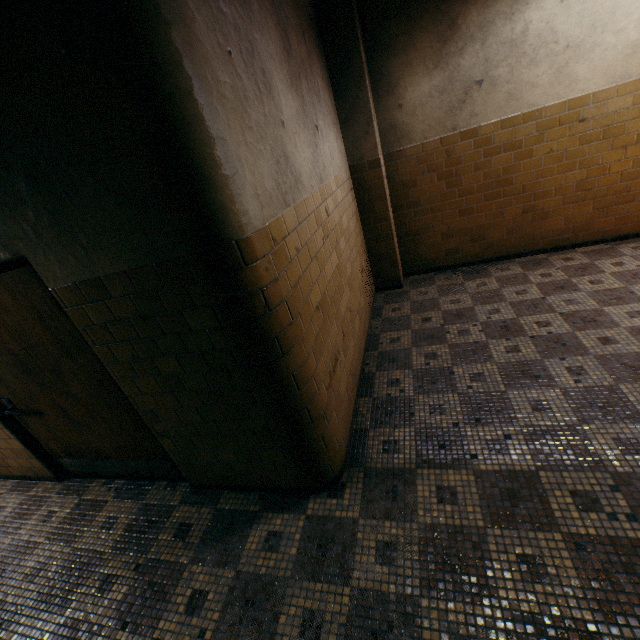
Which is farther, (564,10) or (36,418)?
(564,10)

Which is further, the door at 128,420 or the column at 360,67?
the column at 360,67

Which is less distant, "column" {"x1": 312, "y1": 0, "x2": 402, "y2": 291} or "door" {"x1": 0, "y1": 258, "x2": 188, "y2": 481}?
"door" {"x1": 0, "y1": 258, "x2": 188, "y2": 481}
